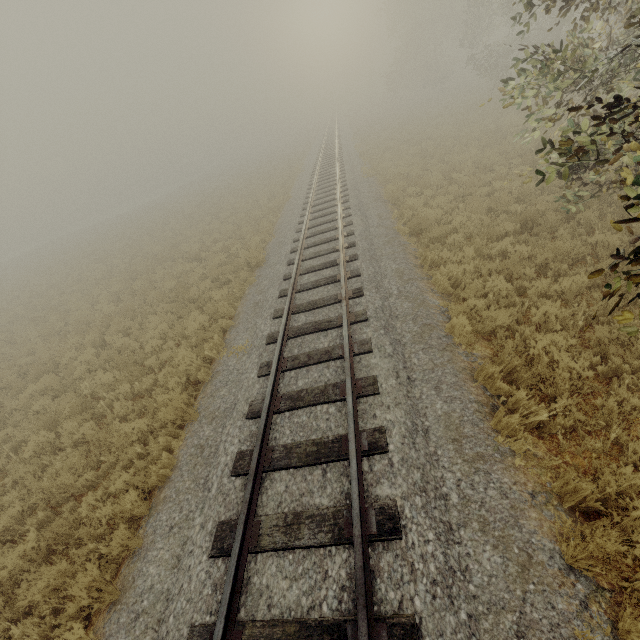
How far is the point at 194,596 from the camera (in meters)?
3.88
